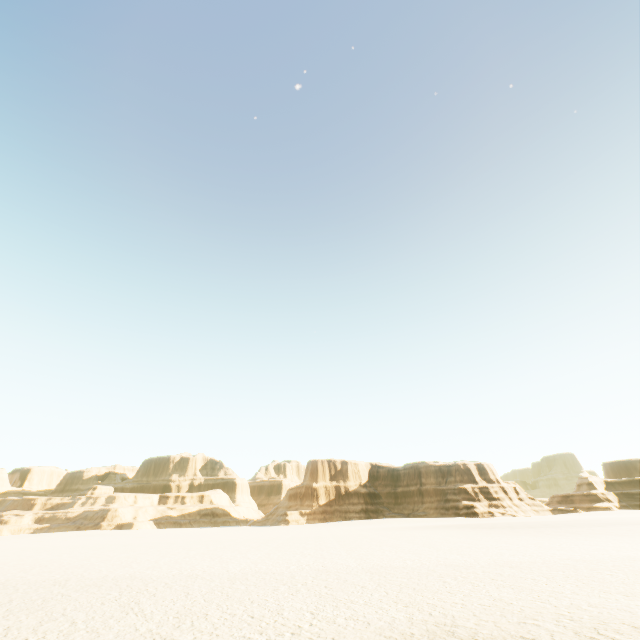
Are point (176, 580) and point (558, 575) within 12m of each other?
yes
